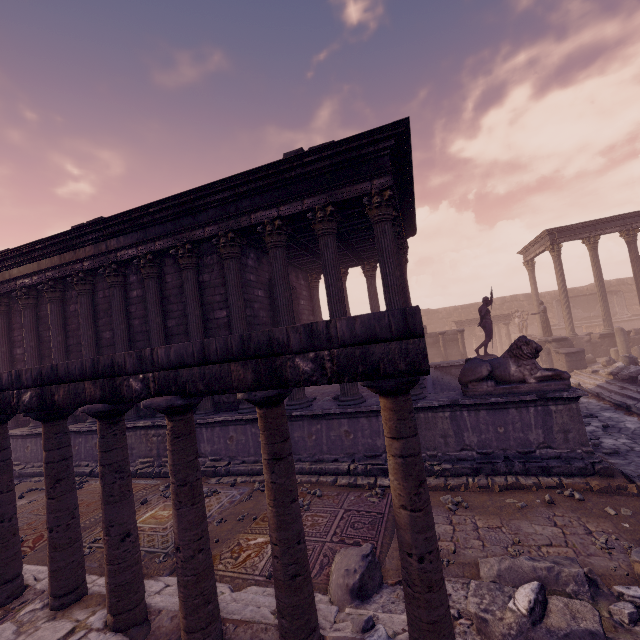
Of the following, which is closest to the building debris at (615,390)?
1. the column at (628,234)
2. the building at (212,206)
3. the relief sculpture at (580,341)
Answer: the relief sculpture at (580,341)

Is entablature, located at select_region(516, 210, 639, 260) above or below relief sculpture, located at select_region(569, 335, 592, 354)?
above

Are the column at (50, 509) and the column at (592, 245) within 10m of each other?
no

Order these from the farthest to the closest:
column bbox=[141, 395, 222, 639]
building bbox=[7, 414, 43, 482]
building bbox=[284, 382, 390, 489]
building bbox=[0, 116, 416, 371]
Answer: building bbox=[7, 414, 43, 482], building bbox=[0, 116, 416, 371], building bbox=[284, 382, 390, 489], column bbox=[141, 395, 222, 639]

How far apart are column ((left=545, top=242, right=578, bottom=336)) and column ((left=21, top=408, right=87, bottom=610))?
22.63m

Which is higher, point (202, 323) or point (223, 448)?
point (202, 323)

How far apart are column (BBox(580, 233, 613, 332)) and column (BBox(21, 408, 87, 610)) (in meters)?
23.71

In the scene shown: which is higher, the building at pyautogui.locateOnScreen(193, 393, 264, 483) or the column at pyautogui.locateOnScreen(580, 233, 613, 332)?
the column at pyautogui.locateOnScreen(580, 233, 613, 332)
